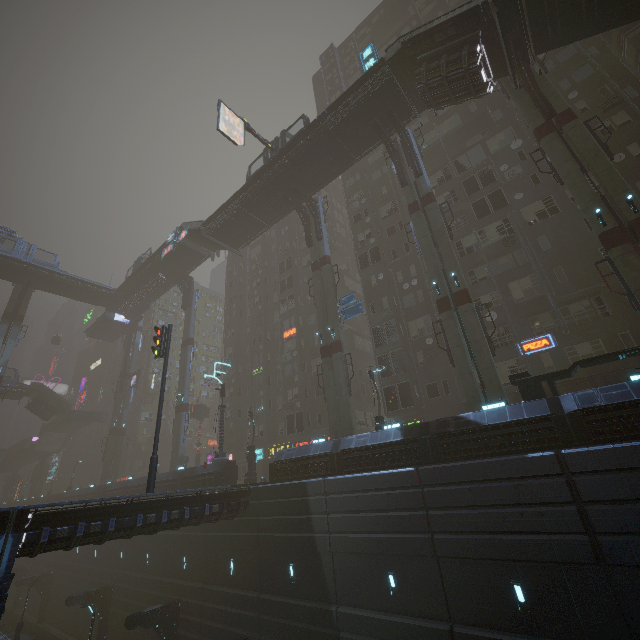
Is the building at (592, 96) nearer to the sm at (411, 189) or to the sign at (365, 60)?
the sm at (411, 189)

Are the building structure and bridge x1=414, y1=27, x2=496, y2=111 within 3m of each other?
yes

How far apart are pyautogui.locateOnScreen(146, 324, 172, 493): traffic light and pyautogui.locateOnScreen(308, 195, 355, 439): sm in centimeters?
1181cm

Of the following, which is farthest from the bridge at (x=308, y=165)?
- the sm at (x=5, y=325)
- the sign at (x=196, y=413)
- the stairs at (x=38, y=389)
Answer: the stairs at (x=38, y=389)

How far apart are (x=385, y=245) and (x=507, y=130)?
15.12m

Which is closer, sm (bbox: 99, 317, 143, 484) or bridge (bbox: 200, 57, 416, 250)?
bridge (bbox: 200, 57, 416, 250)

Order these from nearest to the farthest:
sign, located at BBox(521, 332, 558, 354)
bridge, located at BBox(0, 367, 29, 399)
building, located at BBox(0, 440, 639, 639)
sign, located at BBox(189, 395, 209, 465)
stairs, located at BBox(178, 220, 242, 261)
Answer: building, located at BBox(0, 440, 639, 639)
sign, located at BBox(521, 332, 558, 354)
stairs, located at BBox(178, 220, 242, 261)
sign, located at BBox(189, 395, 209, 465)
bridge, located at BBox(0, 367, 29, 399)

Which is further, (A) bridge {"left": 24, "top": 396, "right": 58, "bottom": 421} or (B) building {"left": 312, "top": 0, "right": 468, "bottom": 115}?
(A) bridge {"left": 24, "top": 396, "right": 58, "bottom": 421}
